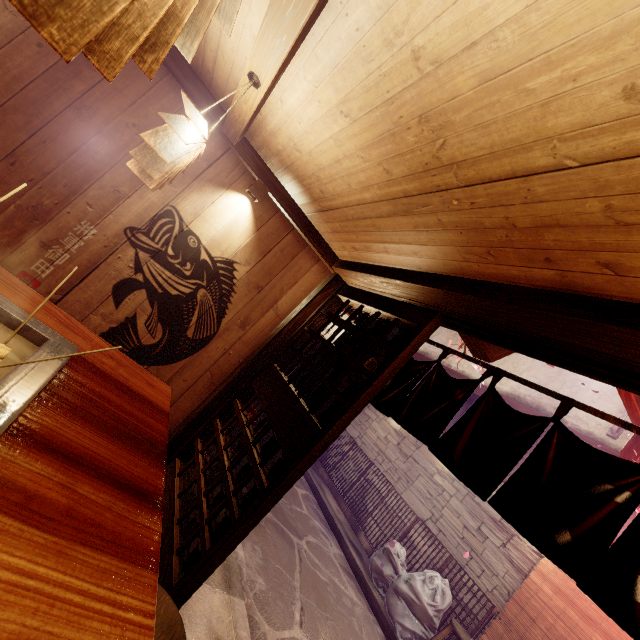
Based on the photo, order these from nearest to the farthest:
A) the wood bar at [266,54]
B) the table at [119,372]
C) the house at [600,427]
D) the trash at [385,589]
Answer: the table at [119,372], the wood bar at [266,54], the trash at [385,589], the house at [600,427]

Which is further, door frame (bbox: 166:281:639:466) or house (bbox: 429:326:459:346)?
house (bbox: 429:326:459:346)

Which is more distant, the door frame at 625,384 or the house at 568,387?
the house at 568,387

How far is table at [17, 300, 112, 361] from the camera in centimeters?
237cm

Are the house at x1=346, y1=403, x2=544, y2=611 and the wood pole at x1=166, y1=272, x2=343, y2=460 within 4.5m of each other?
no

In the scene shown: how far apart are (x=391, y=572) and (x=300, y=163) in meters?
11.8

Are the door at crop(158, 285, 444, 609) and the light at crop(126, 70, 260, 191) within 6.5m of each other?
yes

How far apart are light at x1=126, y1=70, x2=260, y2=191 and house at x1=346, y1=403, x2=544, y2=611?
12.41m
